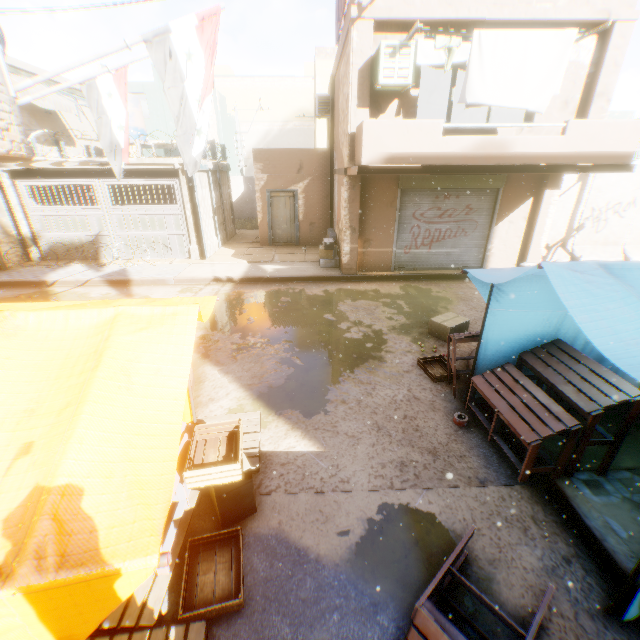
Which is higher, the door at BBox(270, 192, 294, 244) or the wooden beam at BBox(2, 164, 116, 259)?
the wooden beam at BBox(2, 164, 116, 259)

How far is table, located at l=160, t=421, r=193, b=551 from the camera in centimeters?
303cm

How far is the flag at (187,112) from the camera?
4.2 meters

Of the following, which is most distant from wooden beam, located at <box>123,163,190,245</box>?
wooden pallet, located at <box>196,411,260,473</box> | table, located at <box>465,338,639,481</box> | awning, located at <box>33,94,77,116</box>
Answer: wooden pallet, located at <box>196,411,260,473</box>

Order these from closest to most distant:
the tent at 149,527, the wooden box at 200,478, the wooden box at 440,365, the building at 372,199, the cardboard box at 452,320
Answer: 1. the tent at 149,527
2. the wooden box at 200,478
3. the wooden box at 440,365
4. the cardboard box at 452,320
5. the building at 372,199

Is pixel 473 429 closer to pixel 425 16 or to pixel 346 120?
pixel 346 120

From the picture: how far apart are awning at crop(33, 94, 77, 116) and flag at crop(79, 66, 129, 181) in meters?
7.5

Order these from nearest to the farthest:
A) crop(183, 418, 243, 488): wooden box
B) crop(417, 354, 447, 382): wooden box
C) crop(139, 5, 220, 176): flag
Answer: crop(183, 418, 243, 488): wooden box, crop(139, 5, 220, 176): flag, crop(417, 354, 447, 382): wooden box
